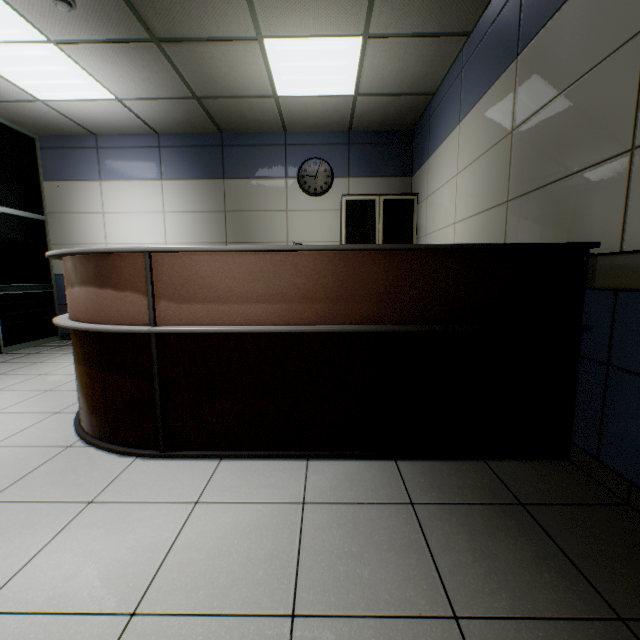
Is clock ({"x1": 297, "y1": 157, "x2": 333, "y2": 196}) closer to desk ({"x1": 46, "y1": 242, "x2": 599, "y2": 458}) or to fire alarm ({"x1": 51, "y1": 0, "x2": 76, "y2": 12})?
desk ({"x1": 46, "y1": 242, "x2": 599, "y2": 458})

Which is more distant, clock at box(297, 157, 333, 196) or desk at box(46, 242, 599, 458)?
clock at box(297, 157, 333, 196)

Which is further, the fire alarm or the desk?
the fire alarm

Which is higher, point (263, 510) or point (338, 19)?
point (338, 19)

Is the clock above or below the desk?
above

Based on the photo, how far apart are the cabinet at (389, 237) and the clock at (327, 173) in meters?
0.3 m

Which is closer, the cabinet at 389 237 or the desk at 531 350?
the desk at 531 350

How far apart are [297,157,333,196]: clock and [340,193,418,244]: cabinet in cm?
27
